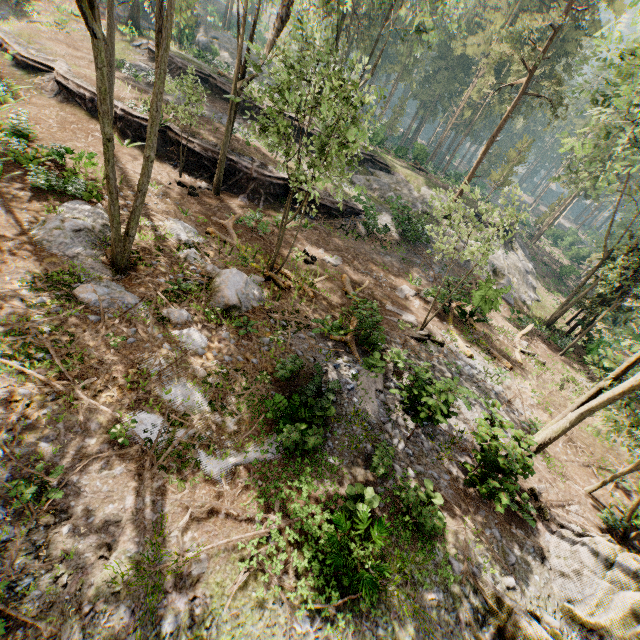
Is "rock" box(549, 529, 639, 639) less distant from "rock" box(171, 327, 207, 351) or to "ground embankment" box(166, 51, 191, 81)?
"rock" box(171, 327, 207, 351)

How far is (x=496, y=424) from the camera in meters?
9.2

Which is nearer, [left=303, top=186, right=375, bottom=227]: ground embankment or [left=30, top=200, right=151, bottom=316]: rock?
[left=30, top=200, right=151, bottom=316]: rock

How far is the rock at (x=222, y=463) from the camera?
7.6 meters

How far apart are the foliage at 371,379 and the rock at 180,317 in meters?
6.3

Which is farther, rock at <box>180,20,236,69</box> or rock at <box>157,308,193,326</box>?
rock at <box>180,20,236,69</box>

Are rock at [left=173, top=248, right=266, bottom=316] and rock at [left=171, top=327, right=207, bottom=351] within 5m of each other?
yes

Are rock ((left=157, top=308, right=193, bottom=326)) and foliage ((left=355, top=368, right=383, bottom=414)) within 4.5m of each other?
no
